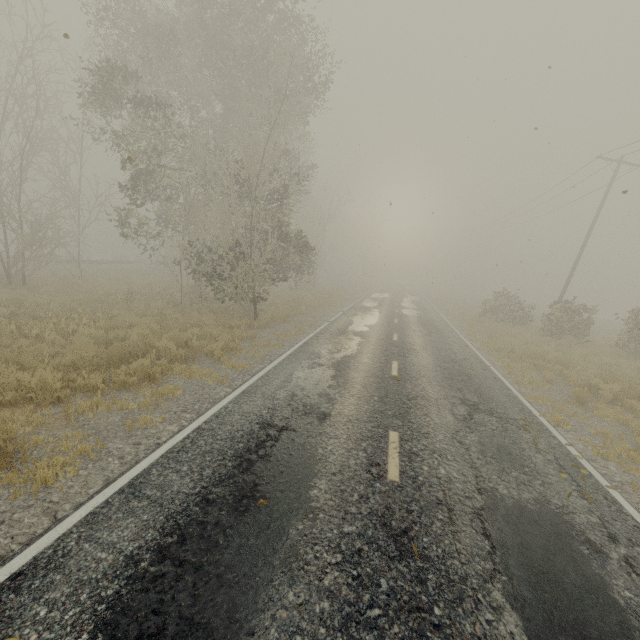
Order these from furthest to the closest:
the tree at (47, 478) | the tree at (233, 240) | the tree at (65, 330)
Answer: the tree at (233, 240) → the tree at (65, 330) → the tree at (47, 478)

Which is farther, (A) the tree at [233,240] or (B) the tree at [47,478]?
(A) the tree at [233,240]

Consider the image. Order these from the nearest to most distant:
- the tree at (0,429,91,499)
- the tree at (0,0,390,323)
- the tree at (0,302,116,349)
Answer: the tree at (0,429,91,499)
the tree at (0,302,116,349)
the tree at (0,0,390,323)

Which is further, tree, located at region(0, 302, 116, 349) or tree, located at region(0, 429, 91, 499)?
tree, located at region(0, 302, 116, 349)

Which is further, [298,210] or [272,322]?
[298,210]

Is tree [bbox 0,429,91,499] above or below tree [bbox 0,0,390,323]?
below

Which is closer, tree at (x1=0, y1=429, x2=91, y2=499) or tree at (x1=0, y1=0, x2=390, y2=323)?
tree at (x1=0, y1=429, x2=91, y2=499)

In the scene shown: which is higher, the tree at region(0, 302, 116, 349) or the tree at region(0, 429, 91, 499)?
the tree at region(0, 302, 116, 349)
